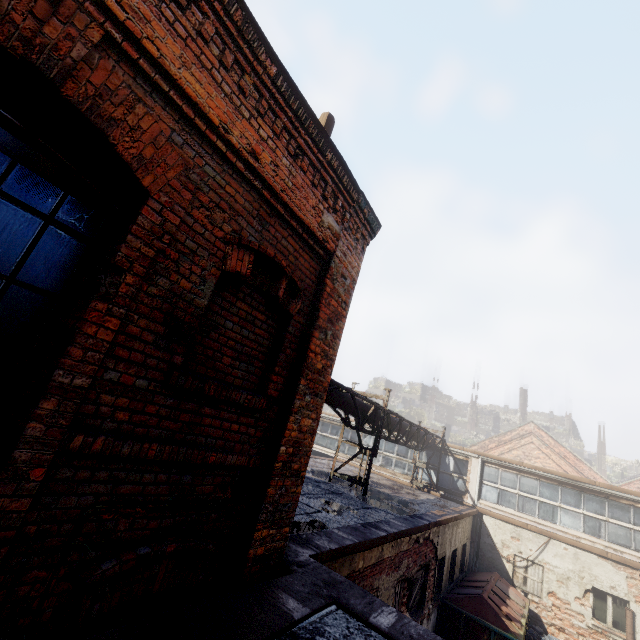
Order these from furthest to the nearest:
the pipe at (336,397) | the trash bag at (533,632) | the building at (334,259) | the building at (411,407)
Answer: the building at (411,407) < the trash bag at (533,632) < the pipe at (336,397) < the building at (334,259)

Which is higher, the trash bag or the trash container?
the trash container

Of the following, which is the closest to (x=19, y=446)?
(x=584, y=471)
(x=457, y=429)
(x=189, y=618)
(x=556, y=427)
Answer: (x=189, y=618)

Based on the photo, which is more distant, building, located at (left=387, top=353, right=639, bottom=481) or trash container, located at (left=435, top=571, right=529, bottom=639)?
building, located at (left=387, top=353, right=639, bottom=481)

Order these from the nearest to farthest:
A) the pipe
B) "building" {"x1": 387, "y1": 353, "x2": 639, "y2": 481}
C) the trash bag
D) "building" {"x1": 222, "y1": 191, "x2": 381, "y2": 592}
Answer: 1. "building" {"x1": 222, "y1": 191, "x2": 381, "y2": 592}
2. the pipe
3. the trash bag
4. "building" {"x1": 387, "y1": 353, "x2": 639, "y2": 481}

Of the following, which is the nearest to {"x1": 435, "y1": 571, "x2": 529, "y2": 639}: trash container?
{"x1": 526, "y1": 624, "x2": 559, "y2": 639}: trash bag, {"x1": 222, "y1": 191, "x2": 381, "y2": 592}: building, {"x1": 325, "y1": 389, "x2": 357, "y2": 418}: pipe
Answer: {"x1": 526, "y1": 624, "x2": 559, "y2": 639}: trash bag

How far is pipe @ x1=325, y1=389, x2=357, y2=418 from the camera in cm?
872

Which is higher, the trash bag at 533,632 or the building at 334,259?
the building at 334,259
